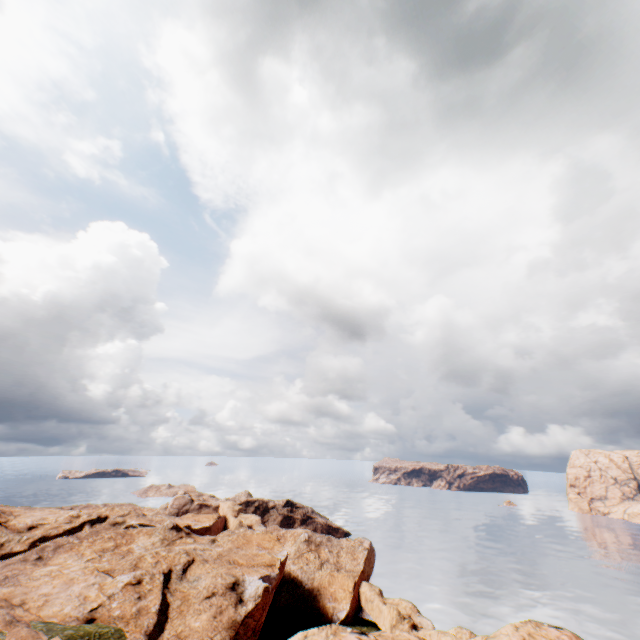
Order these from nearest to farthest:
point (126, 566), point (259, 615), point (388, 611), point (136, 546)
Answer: point (259, 615), point (126, 566), point (388, 611), point (136, 546)
